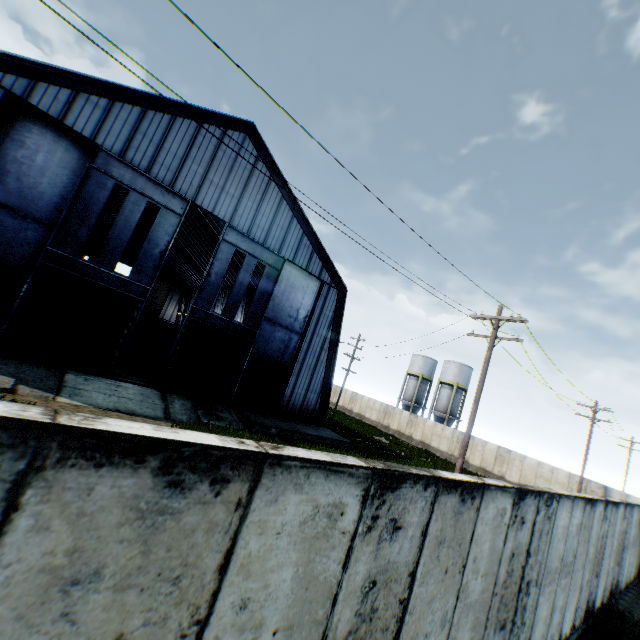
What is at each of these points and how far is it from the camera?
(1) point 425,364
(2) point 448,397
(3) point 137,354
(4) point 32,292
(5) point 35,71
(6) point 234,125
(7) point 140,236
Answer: (1) vertical tank, 50.1 meters
(2) vertical tank, 45.6 meters
(3) train, 24.4 meters
(4) hanging door, 14.5 meters
(5) building, 14.1 meters
(6) building, 19.6 meters
(7) building, 57.6 meters

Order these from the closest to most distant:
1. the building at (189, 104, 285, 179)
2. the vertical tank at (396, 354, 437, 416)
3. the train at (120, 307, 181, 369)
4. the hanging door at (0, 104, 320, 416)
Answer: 1. the hanging door at (0, 104, 320, 416)
2. the building at (189, 104, 285, 179)
3. the train at (120, 307, 181, 369)
4. the vertical tank at (396, 354, 437, 416)

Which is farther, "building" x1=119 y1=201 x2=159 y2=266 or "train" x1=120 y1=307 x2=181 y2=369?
"building" x1=119 y1=201 x2=159 y2=266

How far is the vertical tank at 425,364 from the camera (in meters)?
49.61

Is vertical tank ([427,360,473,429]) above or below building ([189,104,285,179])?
below

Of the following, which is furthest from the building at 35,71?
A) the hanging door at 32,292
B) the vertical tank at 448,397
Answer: the vertical tank at 448,397

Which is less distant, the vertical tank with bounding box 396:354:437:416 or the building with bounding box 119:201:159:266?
the building with bounding box 119:201:159:266

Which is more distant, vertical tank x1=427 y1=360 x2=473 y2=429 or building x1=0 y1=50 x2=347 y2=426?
vertical tank x1=427 y1=360 x2=473 y2=429
